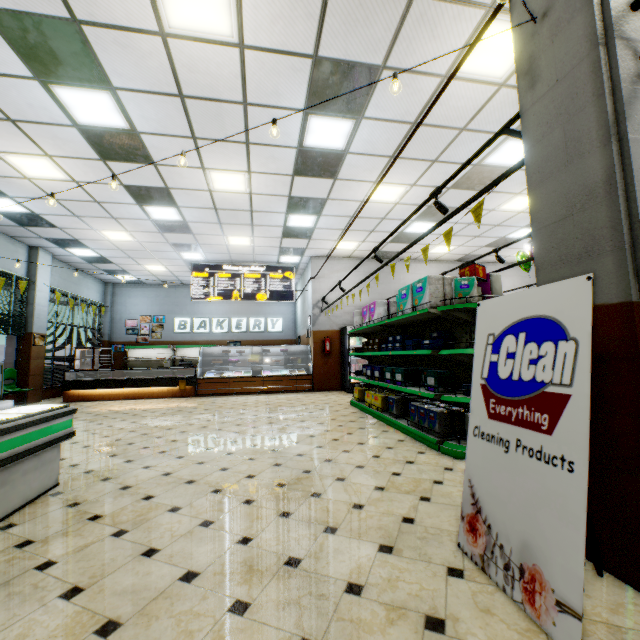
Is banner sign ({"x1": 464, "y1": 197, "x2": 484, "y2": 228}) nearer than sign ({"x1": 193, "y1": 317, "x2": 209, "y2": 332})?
Yes

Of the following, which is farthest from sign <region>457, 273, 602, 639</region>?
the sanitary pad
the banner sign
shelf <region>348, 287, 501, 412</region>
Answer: the sanitary pad

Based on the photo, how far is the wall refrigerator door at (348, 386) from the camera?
10.8 meters

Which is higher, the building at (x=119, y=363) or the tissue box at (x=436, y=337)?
the tissue box at (x=436, y=337)

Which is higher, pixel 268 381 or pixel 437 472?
pixel 268 381

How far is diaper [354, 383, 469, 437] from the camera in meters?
4.4 m

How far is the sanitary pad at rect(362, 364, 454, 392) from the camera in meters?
4.4

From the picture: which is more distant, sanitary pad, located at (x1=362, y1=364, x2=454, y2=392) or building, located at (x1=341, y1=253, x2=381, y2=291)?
building, located at (x1=341, y1=253, x2=381, y2=291)
